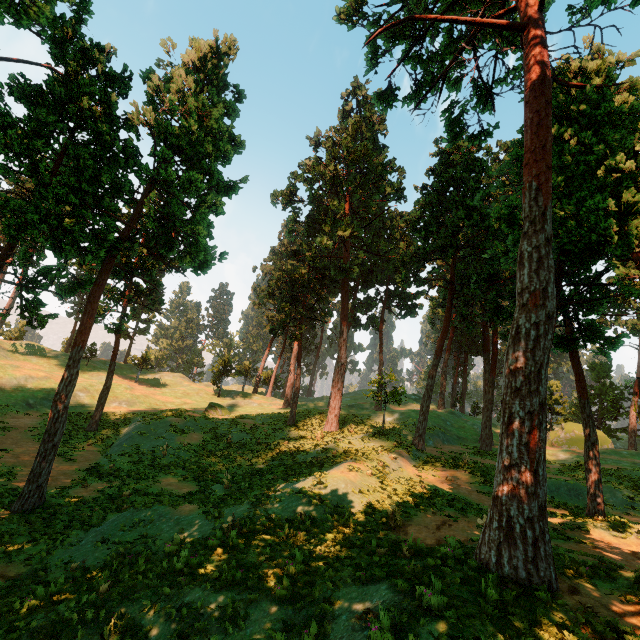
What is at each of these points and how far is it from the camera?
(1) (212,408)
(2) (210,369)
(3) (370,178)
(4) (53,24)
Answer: (1) treerock, 36.88m
(2) treerock, 51.25m
(3) treerock, 40.22m
(4) treerock, 16.86m

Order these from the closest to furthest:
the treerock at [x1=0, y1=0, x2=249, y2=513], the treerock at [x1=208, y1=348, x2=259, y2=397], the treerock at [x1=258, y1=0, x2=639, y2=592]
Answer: the treerock at [x1=258, y1=0, x2=639, y2=592] → the treerock at [x1=0, y1=0, x2=249, y2=513] → the treerock at [x1=208, y1=348, x2=259, y2=397]

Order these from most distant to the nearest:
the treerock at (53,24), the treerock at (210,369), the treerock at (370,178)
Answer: the treerock at (210,369) < the treerock at (53,24) < the treerock at (370,178)

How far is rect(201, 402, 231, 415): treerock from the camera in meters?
36.2

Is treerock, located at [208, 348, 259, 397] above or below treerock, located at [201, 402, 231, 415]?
above

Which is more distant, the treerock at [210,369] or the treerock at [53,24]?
the treerock at [210,369]

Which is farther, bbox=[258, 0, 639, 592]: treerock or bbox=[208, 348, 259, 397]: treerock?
bbox=[208, 348, 259, 397]: treerock
